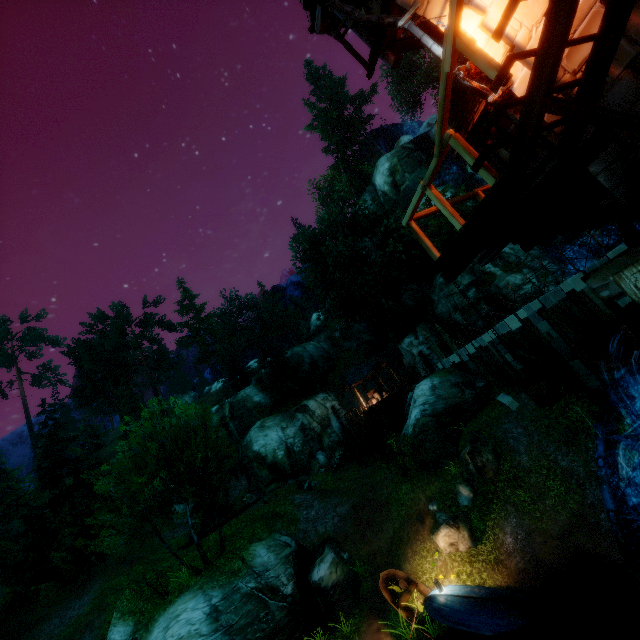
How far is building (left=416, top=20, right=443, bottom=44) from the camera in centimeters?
743cm

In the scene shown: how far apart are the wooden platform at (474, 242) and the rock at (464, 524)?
12.9m

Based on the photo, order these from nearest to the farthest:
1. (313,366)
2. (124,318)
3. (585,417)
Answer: (585,417) → (313,366) → (124,318)

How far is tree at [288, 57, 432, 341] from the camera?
30.9 meters

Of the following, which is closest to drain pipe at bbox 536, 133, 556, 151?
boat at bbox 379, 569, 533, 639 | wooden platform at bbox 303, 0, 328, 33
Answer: wooden platform at bbox 303, 0, 328, 33

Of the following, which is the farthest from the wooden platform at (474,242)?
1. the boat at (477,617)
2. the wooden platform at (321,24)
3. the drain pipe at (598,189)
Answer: the boat at (477,617)

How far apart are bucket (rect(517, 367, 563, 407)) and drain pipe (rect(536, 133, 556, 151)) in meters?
2.8 m

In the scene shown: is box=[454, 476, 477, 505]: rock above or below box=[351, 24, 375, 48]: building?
below
